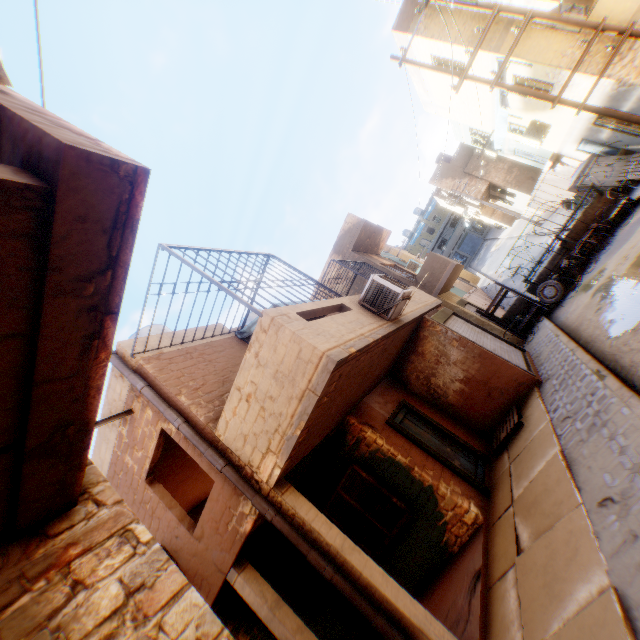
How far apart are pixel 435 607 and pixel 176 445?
7.17m

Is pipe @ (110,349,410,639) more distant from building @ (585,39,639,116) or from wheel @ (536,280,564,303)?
wheel @ (536,280,564,303)

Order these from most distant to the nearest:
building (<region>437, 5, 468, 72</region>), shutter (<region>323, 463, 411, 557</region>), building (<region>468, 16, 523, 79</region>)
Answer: building (<region>437, 5, 468, 72</region>), building (<region>468, 16, 523, 79</region>), shutter (<region>323, 463, 411, 557</region>)

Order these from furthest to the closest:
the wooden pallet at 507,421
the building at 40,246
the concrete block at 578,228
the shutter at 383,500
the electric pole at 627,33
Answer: the concrete block at 578,228 < the electric pole at 627,33 < the wooden pallet at 507,421 < the shutter at 383,500 < the building at 40,246

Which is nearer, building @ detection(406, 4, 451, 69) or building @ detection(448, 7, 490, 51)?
building @ detection(448, 7, 490, 51)

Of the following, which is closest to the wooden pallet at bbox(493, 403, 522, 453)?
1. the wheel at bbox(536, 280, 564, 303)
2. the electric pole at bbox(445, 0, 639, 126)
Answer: the wheel at bbox(536, 280, 564, 303)

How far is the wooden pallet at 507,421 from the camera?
7.7m

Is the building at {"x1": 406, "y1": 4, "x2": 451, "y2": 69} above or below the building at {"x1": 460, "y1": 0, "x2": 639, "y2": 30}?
above
